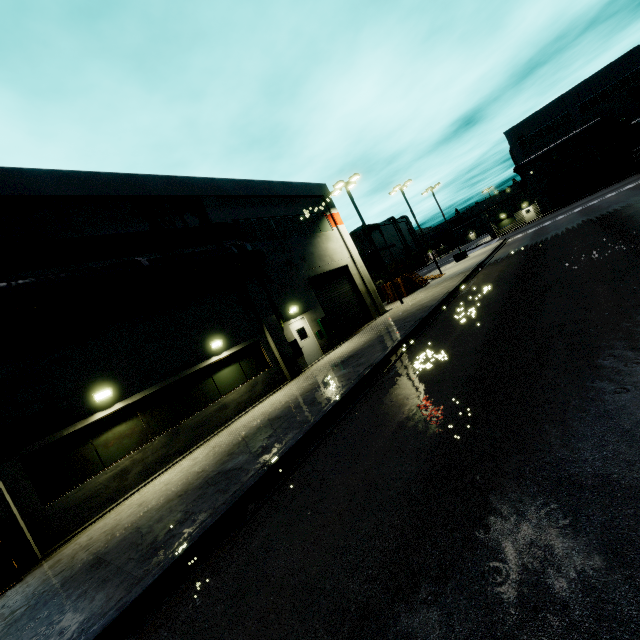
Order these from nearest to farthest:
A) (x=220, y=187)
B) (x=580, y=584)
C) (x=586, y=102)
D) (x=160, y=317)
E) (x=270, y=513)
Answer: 1. (x=580, y=584)
2. (x=270, y=513)
3. (x=160, y=317)
4. (x=220, y=187)
5. (x=586, y=102)

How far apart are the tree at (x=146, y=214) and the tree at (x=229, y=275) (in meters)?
0.65

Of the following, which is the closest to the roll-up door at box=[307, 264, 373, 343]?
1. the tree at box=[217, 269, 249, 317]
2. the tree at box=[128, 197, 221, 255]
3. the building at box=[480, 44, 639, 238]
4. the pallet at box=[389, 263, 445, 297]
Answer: the building at box=[480, 44, 639, 238]

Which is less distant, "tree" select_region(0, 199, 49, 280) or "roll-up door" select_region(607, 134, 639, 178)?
"tree" select_region(0, 199, 49, 280)

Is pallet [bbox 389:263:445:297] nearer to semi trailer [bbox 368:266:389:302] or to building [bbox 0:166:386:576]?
building [bbox 0:166:386:576]

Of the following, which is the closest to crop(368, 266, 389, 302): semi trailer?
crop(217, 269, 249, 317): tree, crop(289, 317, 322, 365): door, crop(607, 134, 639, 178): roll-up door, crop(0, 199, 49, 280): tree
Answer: crop(607, 134, 639, 178): roll-up door

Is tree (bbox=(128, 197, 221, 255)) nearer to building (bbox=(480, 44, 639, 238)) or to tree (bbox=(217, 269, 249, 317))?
building (bbox=(480, 44, 639, 238))

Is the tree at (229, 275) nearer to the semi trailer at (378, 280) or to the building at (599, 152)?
the building at (599, 152)
